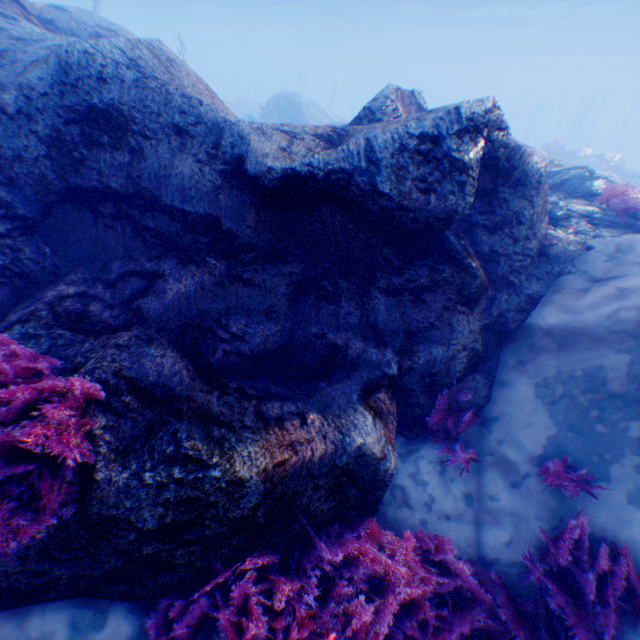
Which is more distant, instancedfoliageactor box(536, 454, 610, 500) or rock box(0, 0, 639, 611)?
instancedfoliageactor box(536, 454, 610, 500)

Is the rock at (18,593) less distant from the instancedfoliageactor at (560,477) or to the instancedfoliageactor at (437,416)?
the instancedfoliageactor at (437,416)

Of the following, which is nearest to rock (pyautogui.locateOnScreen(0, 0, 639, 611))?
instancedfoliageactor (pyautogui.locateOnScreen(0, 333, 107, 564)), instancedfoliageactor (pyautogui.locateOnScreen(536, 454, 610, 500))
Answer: instancedfoliageactor (pyautogui.locateOnScreen(0, 333, 107, 564))

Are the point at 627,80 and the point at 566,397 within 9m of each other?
no

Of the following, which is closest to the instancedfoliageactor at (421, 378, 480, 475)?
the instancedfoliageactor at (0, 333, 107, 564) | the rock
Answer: the rock

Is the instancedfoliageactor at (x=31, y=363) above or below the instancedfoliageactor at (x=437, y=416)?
above

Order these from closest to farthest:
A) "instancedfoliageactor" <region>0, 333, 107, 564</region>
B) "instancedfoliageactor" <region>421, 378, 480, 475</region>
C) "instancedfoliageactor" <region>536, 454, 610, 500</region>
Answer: "instancedfoliageactor" <region>0, 333, 107, 564</region> → "instancedfoliageactor" <region>536, 454, 610, 500</region> → "instancedfoliageactor" <region>421, 378, 480, 475</region>
